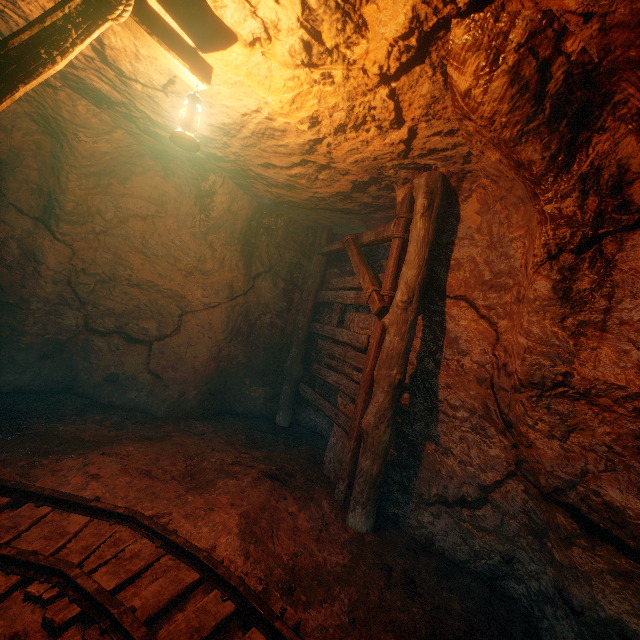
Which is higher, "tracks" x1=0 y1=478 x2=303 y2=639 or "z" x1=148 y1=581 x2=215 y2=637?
"tracks" x1=0 y1=478 x2=303 y2=639

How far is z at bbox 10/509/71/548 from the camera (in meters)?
2.74

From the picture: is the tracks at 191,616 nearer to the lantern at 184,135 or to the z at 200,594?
the z at 200,594

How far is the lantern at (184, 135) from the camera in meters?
2.5 m

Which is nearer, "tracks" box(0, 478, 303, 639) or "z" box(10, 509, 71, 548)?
"tracks" box(0, 478, 303, 639)

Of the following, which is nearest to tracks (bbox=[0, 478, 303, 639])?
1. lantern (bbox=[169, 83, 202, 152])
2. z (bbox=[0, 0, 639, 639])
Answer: z (bbox=[0, 0, 639, 639])

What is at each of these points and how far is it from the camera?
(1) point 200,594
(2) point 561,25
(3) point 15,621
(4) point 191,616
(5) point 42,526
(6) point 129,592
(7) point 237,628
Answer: (1) z, 2.7 meters
(2) z, 2.0 meters
(3) z, 2.2 meters
(4) tracks, 2.4 meters
(5) z, 3.0 meters
(6) z, 2.6 meters
(7) z, 2.5 meters
